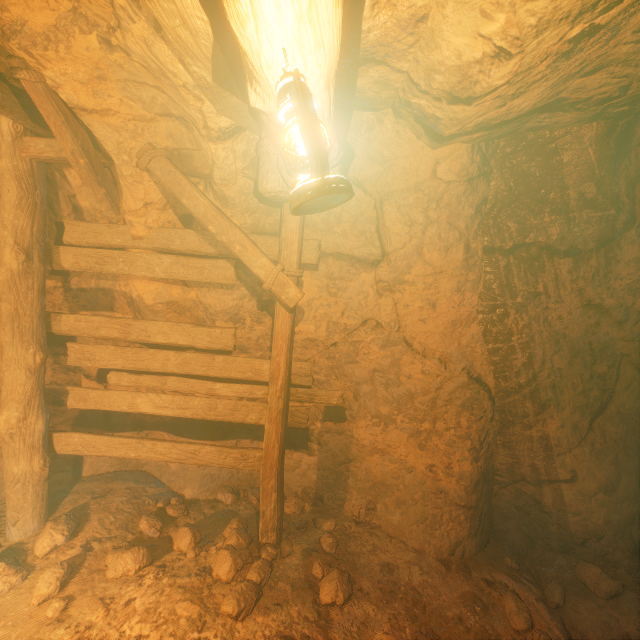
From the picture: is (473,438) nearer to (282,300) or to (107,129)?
(282,300)

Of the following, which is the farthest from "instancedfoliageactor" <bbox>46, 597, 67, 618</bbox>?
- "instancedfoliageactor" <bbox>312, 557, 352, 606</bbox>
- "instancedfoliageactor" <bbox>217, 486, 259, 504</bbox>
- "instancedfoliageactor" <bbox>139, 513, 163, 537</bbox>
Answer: "instancedfoliageactor" <bbox>312, 557, 352, 606</bbox>

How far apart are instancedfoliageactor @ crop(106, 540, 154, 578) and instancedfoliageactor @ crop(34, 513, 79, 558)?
0.5m

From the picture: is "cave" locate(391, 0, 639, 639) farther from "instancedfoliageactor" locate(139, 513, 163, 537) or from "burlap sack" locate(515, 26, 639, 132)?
"instancedfoliageactor" locate(139, 513, 163, 537)

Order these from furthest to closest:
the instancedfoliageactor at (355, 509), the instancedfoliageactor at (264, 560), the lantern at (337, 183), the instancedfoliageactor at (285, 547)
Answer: the instancedfoliageactor at (355, 509) < the instancedfoliageactor at (285, 547) < the instancedfoliageactor at (264, 560) < the lantern at (337, 183)

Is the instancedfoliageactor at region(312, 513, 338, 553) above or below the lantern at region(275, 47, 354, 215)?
below

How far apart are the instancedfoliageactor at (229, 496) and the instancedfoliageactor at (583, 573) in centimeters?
287cm

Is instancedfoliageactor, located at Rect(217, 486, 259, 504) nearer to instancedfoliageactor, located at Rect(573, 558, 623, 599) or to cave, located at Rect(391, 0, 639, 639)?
cave, located at Rect(391, 0, 639, 639)
